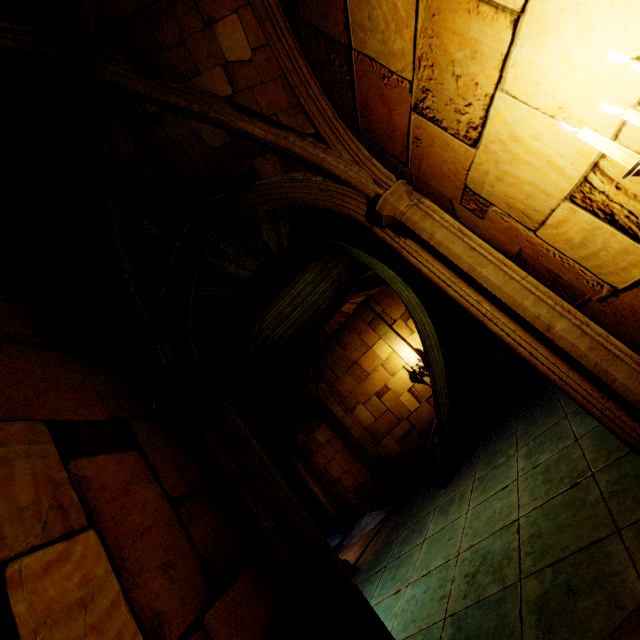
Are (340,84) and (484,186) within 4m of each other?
yes
